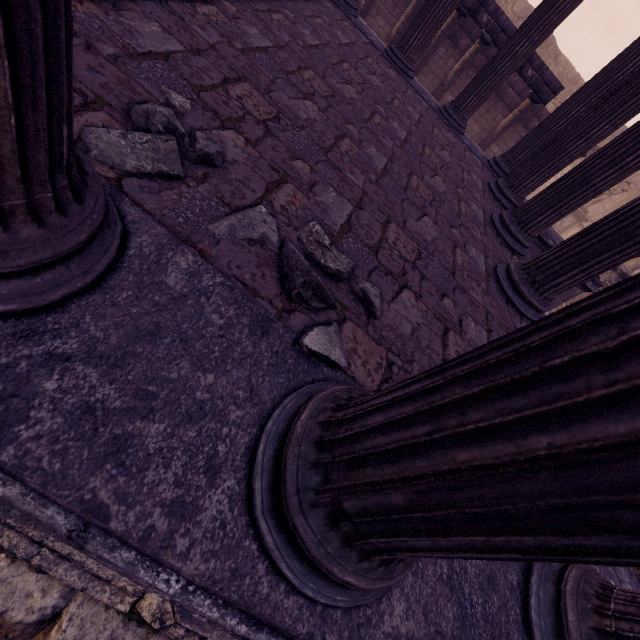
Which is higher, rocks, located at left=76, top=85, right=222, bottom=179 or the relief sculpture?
rocks, located at left=76, top=85, right=222, bottom=179

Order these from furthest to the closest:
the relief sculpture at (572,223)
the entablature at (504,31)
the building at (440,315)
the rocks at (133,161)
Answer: the relief sculpture at (572,223), the entablature at (504,31), the rocks at (133,161), the building at (440,315)

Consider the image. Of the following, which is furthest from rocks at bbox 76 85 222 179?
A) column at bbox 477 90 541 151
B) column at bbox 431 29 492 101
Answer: column at bbox 477 90 541 151

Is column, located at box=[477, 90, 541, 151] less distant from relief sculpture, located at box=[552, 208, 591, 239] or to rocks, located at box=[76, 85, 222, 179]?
relief sculpture, located at box=[552, 208, 591, 239]

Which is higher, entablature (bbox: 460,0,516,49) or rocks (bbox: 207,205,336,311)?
entablature (bbox: 460,0,516,49)

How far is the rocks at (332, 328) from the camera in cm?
137

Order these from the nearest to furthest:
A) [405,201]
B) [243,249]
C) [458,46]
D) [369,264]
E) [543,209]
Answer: [243,249] < [369,264] < [405,201] < [543,209] < [458,46]

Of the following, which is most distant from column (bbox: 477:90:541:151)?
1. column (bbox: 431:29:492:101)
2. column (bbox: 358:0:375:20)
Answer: column (bbox: 358:0:375:20)
